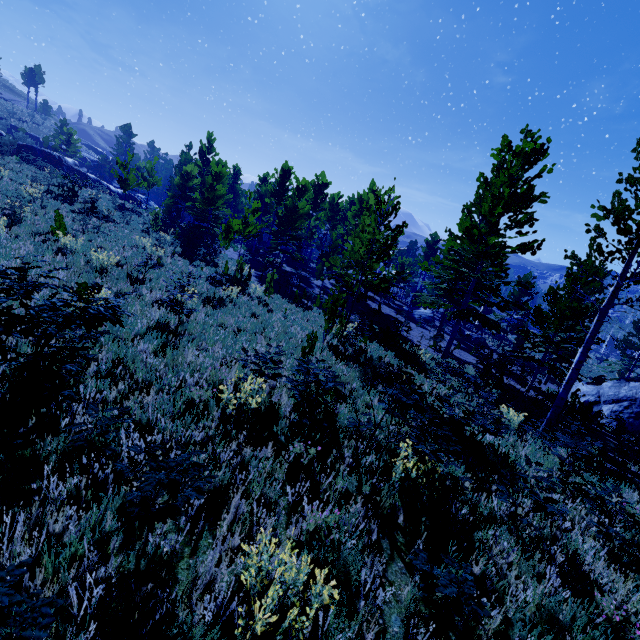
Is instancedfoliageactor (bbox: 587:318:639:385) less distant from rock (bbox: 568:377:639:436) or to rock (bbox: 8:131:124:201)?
rock (bbox: 568:377:639:436)

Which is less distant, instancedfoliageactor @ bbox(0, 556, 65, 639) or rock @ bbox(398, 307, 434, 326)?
instancedfoliageactor @ bbox(0, 556, 65, 639)

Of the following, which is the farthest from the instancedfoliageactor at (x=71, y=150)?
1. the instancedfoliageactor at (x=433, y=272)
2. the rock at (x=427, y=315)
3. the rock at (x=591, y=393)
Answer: the rock at (x=591, y=393)

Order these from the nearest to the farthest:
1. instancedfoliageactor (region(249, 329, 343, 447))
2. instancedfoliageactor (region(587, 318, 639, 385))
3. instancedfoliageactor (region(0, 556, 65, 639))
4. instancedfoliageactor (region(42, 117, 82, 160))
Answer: instancedfoliageactor (region(0, 556, 65, 639)) → instancedfoliageactor (region(249, 329, 343, 447)) → instancedfoliageactor (region(587, 318, 639, 385)) → instancedfoliageactor (region(42, 117, 82, 160))

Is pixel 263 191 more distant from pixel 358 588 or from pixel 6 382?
pixel 358 588

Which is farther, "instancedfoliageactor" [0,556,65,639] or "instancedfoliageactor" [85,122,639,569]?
"instancedfoliageactor" [85,122,639,569]

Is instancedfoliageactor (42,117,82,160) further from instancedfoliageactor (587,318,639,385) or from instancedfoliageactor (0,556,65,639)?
instancedfoliageactor (0,556,65,639)

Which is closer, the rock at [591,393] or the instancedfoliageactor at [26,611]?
the instancedfoliageactor at [26,611]
